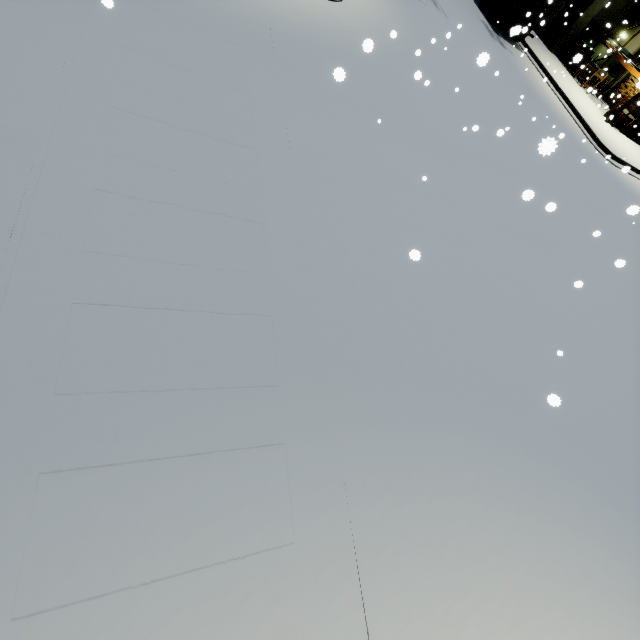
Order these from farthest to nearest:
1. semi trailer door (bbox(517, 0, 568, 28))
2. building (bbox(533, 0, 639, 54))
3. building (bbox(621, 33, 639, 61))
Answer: building (bbox(621, 33, 639, 61))
building (bbox(533, 0, 639, 54))
semi trailer door (bbox(517, 0, 568, 28))

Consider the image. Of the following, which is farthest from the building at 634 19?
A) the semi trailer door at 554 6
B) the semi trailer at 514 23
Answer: the semi trailer door at 554 6

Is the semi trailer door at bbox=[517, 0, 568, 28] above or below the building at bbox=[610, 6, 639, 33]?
below

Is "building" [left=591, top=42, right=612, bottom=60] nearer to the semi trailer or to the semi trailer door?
the semi trailer

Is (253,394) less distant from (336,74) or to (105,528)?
(105,528)

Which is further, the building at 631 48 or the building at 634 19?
the building at 631 48

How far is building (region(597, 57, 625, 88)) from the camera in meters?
24.7 m
